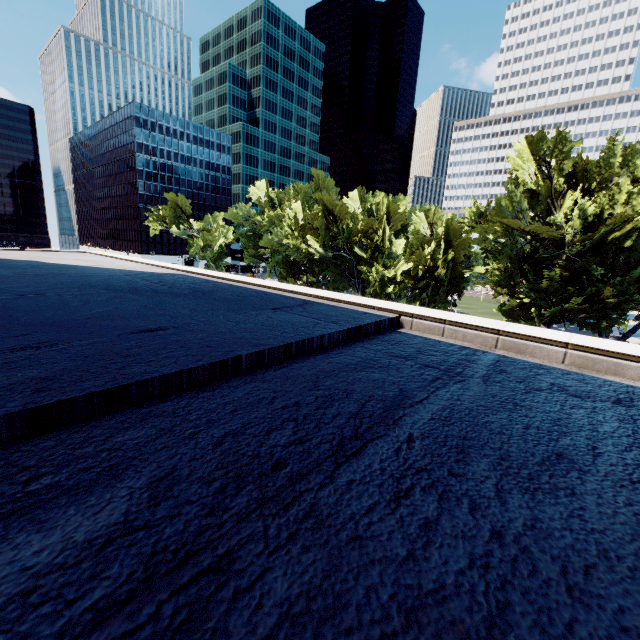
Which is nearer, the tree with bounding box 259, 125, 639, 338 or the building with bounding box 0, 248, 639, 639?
the building with bounding box 0, 248, 639, 639

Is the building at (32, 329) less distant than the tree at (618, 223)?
Yes

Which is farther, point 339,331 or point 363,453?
point 339,331
